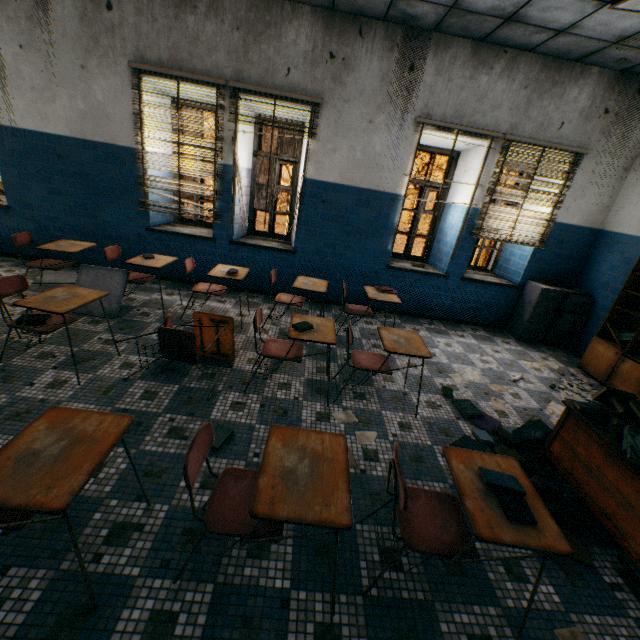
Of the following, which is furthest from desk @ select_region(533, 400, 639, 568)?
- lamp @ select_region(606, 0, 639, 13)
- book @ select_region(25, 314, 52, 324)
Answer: book @ select_region(25, 314, 52, 324)

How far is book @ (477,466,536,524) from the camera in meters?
1.5

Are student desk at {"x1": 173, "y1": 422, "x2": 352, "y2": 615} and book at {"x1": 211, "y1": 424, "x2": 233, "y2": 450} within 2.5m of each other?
yes

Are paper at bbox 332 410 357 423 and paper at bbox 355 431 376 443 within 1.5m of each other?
yes

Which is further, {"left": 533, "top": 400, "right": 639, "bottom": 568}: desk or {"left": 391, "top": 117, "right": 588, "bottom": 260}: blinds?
{"left": 391, "top": 117, "right": 588, "bottom": 260}: blinds

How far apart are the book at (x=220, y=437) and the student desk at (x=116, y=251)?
2.9m

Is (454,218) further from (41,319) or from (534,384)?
(41,319)

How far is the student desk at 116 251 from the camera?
4.10m
